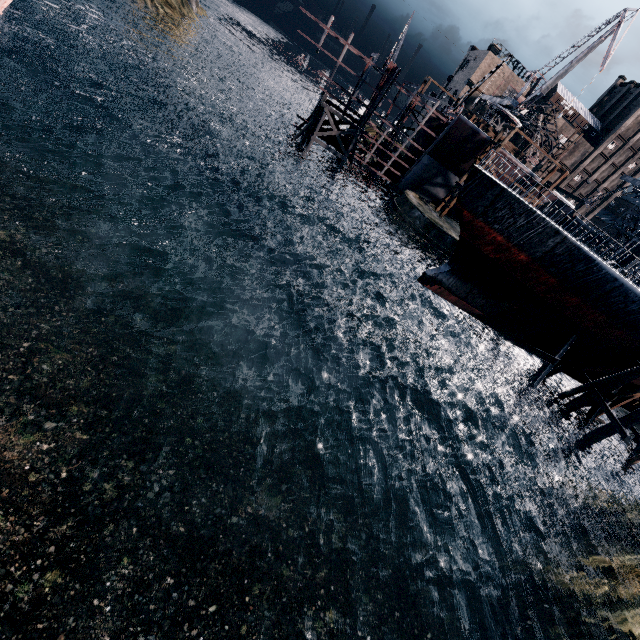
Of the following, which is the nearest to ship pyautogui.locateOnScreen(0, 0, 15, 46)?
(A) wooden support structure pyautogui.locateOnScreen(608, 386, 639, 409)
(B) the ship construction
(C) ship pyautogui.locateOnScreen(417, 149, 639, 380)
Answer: (C) ship pyautogui.locateOnScreen(417, 149, 639, 380)

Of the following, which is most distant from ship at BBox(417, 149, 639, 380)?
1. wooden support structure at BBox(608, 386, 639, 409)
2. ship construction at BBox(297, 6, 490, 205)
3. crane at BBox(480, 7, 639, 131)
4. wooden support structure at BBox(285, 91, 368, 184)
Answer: crane at BBox(480, 7, 639, 131)

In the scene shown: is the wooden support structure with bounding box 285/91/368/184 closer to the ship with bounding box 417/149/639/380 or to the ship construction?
the ship construction

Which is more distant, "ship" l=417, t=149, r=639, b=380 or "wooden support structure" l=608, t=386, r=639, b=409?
"wooden support structure" l=608, t=386, r=639, b=409

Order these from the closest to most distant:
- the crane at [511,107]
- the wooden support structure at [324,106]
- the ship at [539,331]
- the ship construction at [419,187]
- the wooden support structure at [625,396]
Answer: the ship at [539,331] → the wooden support structure at [625,396] → the ship construction at [419,187] → the wooden support structure at [324,106] → the crane at [511,107]

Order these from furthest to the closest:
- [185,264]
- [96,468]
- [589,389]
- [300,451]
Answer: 1. [185,264]
2. [589,389]
3. [300,451]
4. [96,468]

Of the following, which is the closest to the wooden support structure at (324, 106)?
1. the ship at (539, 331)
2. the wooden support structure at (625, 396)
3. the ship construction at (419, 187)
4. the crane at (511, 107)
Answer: the ship construction at (419, 187)
